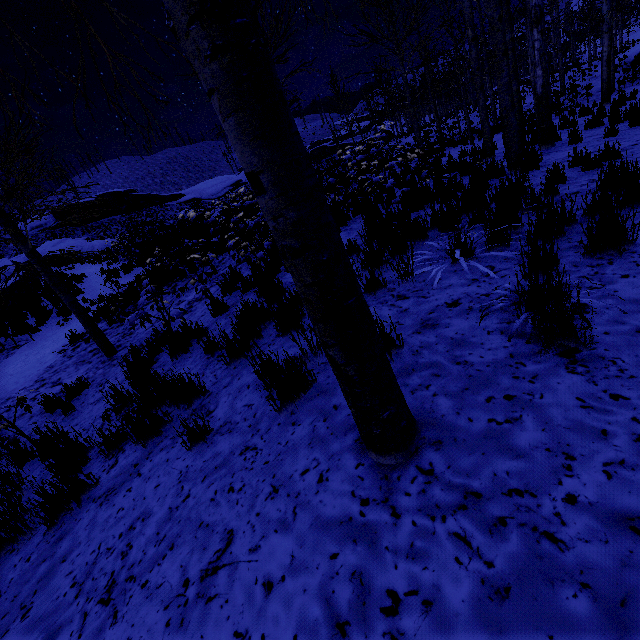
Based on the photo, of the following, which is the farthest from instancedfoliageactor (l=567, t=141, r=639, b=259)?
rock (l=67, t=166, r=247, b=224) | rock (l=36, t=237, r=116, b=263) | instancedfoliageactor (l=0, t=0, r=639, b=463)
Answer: rock (l=67, t=166, r=247, b=224)

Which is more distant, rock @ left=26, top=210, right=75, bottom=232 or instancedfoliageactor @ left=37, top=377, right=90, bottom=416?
rock @ left=26, top=210, right=75, bottom=232

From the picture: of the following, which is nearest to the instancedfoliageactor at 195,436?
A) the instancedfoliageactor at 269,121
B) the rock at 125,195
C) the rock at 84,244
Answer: the instancedfoliageactor at 269,121

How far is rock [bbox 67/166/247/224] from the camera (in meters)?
38.03

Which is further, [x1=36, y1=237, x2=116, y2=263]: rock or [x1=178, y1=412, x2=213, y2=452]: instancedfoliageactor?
[x1=36, y1=237, x2=116, y2=263]: rock

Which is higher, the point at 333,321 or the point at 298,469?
the point at 333,321

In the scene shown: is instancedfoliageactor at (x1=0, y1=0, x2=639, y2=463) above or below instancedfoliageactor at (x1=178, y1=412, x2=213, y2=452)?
above
